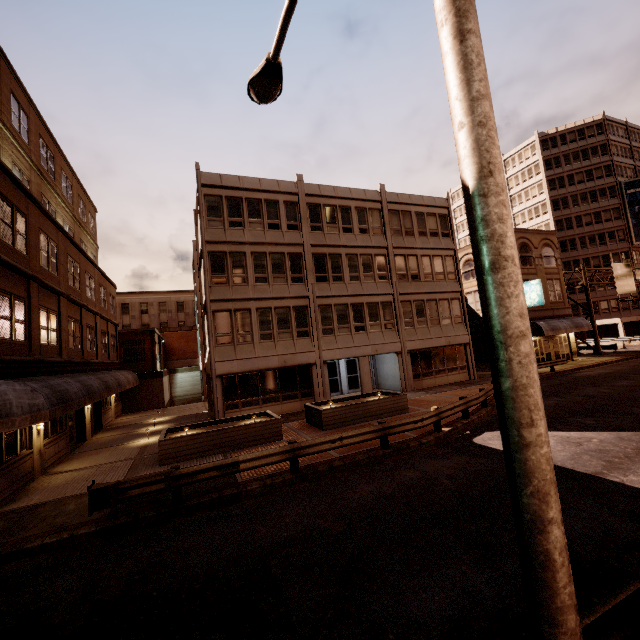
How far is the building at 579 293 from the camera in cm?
5428

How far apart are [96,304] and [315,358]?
16.2m

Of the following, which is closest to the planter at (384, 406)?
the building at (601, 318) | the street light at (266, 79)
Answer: the street light at (266, 79)

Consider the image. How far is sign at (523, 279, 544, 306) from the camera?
28.45m

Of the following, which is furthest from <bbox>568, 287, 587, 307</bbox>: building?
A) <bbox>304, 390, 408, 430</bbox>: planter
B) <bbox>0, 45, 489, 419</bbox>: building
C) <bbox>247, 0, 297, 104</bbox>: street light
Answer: <bbox>247, 0, 297, 104</bbox>: street light

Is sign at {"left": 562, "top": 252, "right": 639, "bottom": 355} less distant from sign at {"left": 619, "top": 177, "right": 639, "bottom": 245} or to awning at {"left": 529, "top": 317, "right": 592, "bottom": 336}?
awning at {"left": 529, "top": 317, "right": 592, "bottom": 336}

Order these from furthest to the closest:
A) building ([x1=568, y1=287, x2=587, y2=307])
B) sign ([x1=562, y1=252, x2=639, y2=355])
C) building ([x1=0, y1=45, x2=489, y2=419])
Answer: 1. building ([x1=568, y1=287, x2=587, y2=307])
2. sign ([x1=562, y1=252, x2=639, y2=355])
3. building ([x1=0, y1=45, x2=489, y2=419])

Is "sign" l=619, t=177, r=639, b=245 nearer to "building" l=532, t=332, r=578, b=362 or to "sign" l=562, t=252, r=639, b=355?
"sign" l=562, t=252, r=639, b=355
